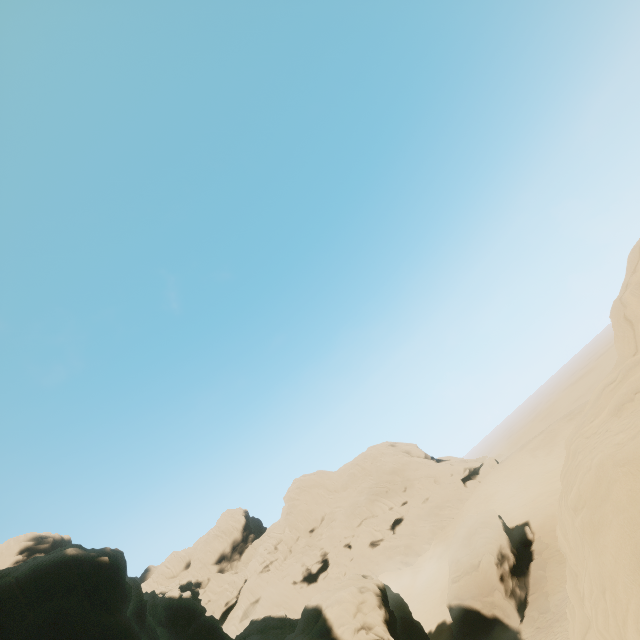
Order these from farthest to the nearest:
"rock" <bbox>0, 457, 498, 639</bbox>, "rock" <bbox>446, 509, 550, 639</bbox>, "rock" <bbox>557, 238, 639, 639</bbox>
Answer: "rock" <bbox>446, 509, 550, 639</bbox>
"rock" <bbox>0, 457, 498, 639</bbox>
"rock" <bbox>557, 238, 639, 639</bbox>

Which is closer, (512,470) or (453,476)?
(512,470)

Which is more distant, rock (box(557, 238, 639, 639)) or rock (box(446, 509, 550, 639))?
rock (box(446, 509, 550, 639))

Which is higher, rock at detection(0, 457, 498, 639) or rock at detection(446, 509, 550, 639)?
rock at detection(0, 457, 498, 639)

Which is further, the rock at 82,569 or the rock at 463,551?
the rock at 463,551

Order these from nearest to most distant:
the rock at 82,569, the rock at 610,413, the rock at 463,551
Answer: the rock at 610,413, the rock at 82,569, the rock at 463,551

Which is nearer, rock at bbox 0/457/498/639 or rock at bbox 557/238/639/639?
rock at bbox 557/238/639/639
